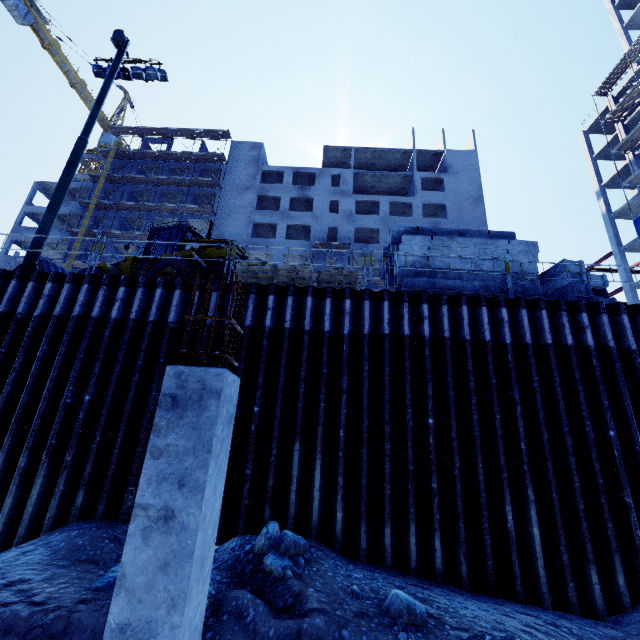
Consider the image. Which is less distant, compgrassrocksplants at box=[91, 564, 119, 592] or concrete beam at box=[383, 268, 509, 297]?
compgrassrocksplants at box=[91, 564, 119, 592]

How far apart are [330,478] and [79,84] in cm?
7179

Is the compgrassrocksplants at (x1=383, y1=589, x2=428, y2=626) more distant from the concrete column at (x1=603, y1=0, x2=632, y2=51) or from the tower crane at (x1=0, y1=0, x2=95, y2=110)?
the tower crane at (x1=0, y1=0, x2=95, y2=110)

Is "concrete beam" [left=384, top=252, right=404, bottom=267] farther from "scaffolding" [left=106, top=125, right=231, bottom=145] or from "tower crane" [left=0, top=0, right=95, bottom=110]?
"tower crane" [left=0, top=0, right=95, bottom=110]

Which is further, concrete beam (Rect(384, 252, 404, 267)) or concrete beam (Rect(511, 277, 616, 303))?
concrete beam (Rect(384, 252, 404, 267))

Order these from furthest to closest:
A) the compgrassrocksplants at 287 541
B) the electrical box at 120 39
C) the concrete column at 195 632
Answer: the electrical box at 120 39 < the compgrassrocksplants at 287 541 < the concrete column at 195 632

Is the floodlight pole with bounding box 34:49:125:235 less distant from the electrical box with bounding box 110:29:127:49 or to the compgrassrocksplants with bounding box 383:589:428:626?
the electrical box with bounding box 110:29:127:49

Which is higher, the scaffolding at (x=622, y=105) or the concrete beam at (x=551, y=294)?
the scaffolding at (x=622, y=105)
